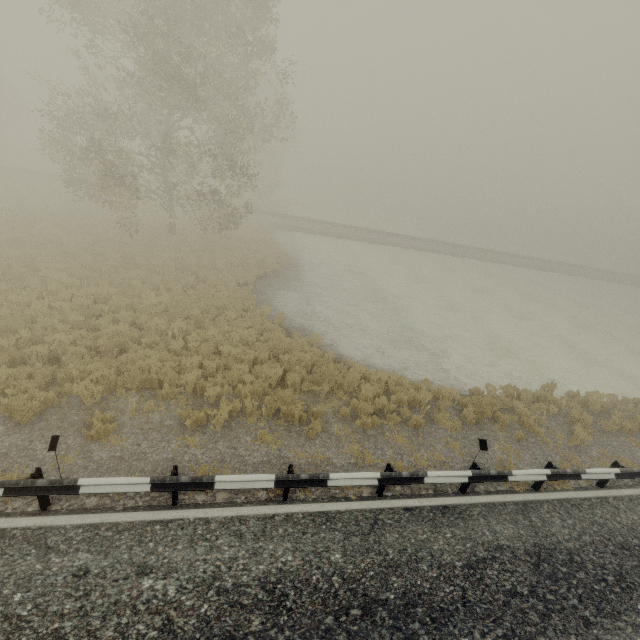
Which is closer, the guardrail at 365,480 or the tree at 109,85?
the guardrail at 365,480

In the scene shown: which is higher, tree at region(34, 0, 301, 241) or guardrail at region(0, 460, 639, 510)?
tree at region(34, 0, 301, 241)

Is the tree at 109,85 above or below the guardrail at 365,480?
above

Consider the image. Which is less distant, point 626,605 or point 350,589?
point 350,589

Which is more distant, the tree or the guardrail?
the tree
